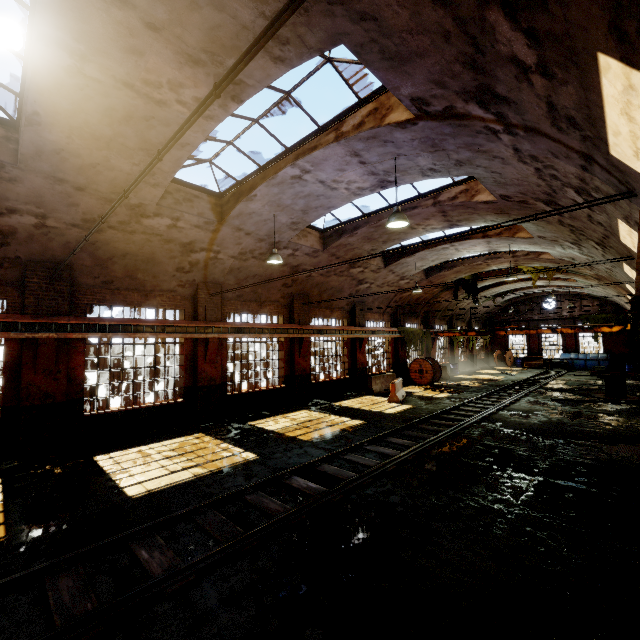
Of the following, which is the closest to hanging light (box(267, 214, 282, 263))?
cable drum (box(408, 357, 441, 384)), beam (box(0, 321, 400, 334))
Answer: beam (box(0, 321, 400, 334))

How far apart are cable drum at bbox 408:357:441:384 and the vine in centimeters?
40cm

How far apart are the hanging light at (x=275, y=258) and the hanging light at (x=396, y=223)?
4.2m

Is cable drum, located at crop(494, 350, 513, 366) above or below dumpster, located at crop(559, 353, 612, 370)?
above

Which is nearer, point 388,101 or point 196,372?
point 388,101

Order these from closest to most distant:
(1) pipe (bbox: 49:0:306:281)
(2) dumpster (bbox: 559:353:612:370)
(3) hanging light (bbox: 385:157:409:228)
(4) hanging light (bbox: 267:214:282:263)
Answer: (1) pipe (bbox: 49:0:306:281)
(3) hanging light (bbox: 385:157:409:228)
(4) hanging light (bbox: 267:214:282:263)
(2) dumpster (bbox: 559:353:612:370)

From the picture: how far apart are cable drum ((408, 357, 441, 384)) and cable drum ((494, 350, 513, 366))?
17.4m

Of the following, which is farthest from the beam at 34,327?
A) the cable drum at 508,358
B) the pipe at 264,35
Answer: the cable drum at 508,358
